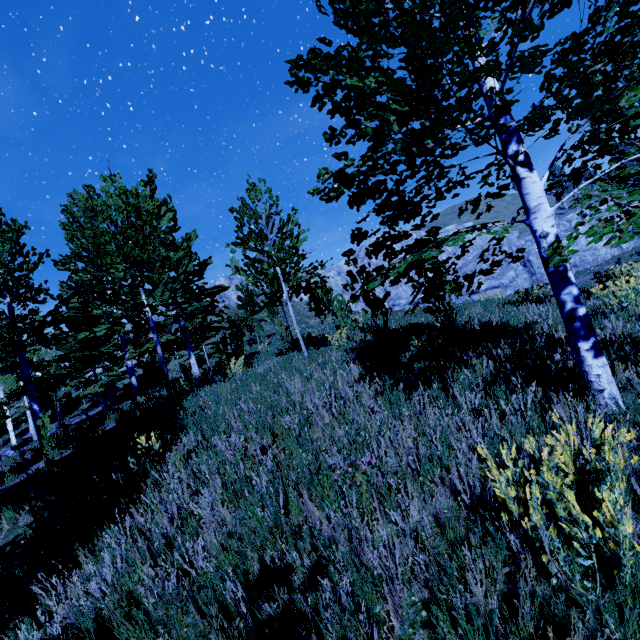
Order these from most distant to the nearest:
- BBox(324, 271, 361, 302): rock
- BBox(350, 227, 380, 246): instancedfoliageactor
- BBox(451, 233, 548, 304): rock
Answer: BBox(324, 271, 361, 302): rock, BBox(451, 233, 548, 304): rock, BBox(350, 227, 380, 246): instancedfoliageactor

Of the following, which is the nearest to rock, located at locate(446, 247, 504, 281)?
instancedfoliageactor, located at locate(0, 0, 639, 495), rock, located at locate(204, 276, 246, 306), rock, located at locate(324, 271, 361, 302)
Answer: rock, located at locate(324, 271, 361, 302)

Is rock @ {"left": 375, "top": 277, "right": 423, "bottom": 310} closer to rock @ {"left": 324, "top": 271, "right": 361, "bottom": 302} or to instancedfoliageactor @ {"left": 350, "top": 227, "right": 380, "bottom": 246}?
rock @ {"left": 324, "top": 271, "right": 361, "bottom": 302}

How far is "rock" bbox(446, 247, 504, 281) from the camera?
48.01m

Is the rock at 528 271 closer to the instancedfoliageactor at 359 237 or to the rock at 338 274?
the rock at 338 274

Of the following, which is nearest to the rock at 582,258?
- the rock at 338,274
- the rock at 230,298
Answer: the rock at 338,274

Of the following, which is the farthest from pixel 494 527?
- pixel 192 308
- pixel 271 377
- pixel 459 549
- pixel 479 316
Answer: pixel 479 316

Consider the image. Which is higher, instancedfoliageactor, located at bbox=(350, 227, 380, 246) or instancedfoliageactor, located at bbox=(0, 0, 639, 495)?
instancedfoliageactor, located at bbox=(350, 227, 380, 246)
